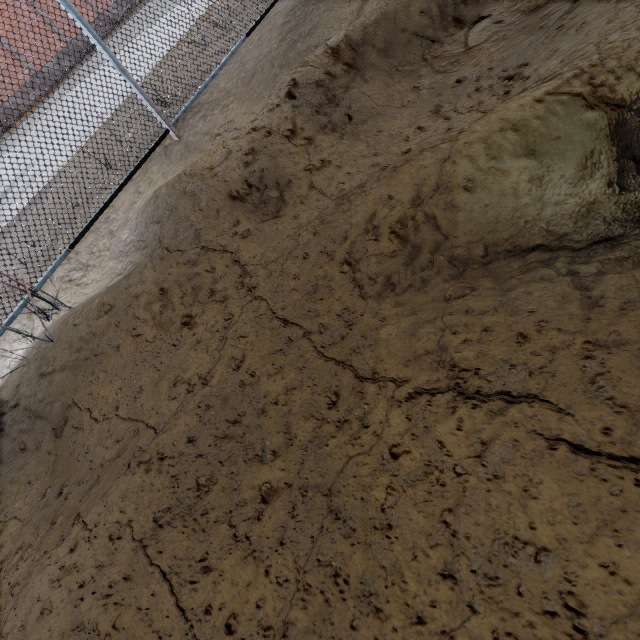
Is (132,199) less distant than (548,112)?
No
